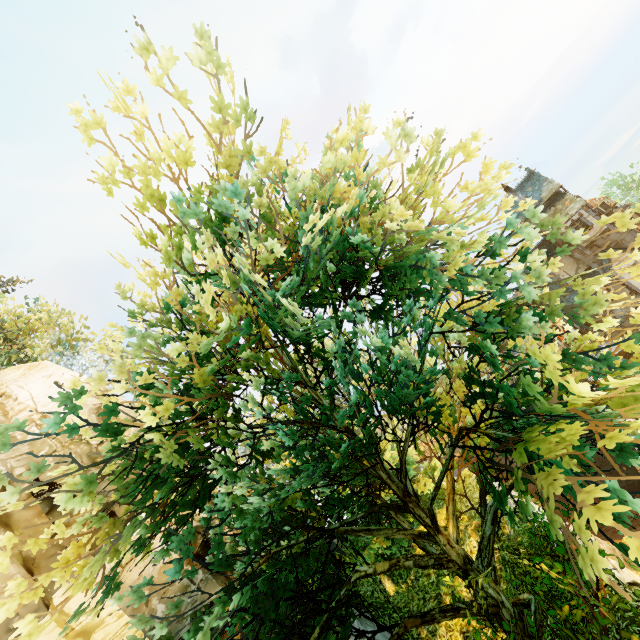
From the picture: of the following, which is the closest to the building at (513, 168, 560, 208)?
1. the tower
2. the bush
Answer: the tower

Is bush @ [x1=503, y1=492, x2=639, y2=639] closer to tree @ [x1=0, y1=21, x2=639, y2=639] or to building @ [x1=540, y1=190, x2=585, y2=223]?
tree @ [x1=0, y1=21, x2=639, y2=639]

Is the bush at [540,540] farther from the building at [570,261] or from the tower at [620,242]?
the tower at [620,242]

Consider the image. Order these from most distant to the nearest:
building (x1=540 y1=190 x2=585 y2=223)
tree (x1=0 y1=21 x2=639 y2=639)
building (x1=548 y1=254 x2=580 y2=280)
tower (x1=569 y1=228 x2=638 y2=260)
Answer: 1. building (x1=548 y1=254 x2=580 y2=280)
2. tower (x1=569 y1=228 x2=638 y2=260)
3. building (x1=540 y1=190 x2=585 y2=223)
4. tree (x1=0 y1=21 x2=639 y2=639)

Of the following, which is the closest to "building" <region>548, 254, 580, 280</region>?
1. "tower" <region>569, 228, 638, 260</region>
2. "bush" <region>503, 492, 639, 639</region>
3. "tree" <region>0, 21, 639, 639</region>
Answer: "tower" <region>569, 228, 638, 260</region>

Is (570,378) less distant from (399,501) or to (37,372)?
(399,501)

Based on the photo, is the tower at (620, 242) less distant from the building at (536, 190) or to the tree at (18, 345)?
the building at (536, 190)

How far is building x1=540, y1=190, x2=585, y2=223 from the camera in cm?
2587
